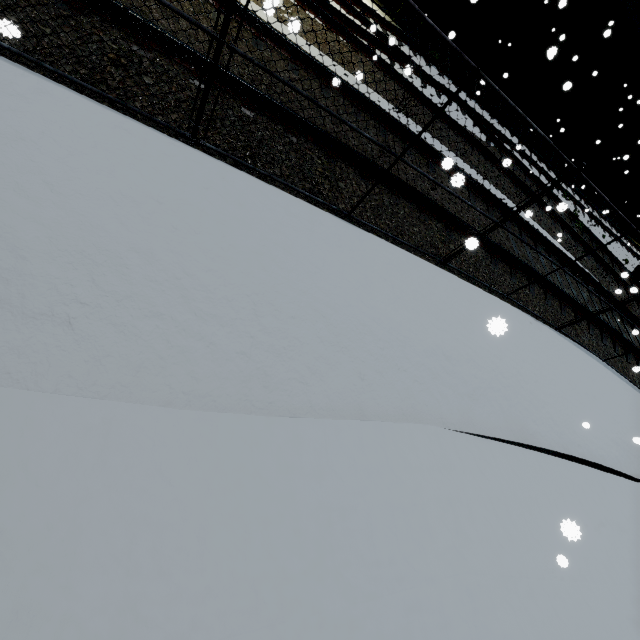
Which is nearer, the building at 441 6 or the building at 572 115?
the building at 441 6

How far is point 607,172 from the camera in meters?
19.6 m

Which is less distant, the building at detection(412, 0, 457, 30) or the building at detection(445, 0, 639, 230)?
the building at detection(412, 0, 457, 30)
